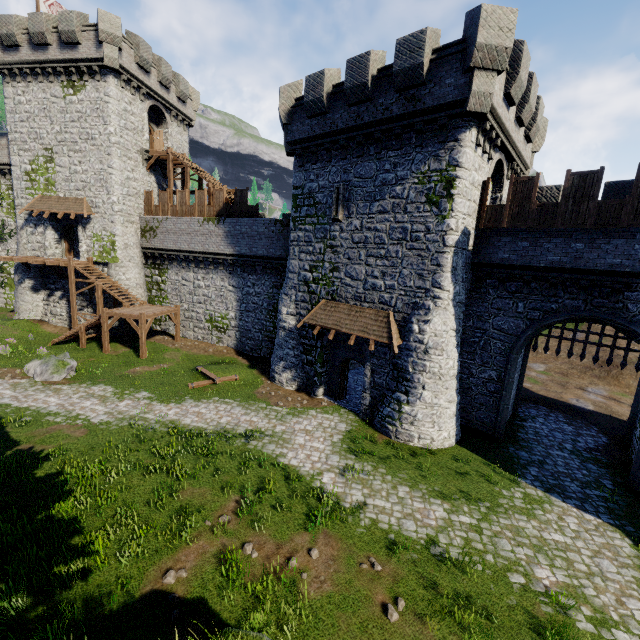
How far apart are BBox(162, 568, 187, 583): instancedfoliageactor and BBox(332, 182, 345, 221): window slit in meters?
15.1 m

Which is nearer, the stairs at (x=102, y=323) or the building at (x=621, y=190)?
the building at (x=621, y=190)

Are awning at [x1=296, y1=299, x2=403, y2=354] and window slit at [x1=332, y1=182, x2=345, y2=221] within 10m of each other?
yes

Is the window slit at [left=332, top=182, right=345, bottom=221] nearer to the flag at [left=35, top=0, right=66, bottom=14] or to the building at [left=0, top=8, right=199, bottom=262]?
the building at [left=0, top=8, right=199, bottom=262]

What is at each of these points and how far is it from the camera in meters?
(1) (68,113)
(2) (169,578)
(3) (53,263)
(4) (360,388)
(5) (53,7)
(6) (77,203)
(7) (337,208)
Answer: (1) building, 24.4 m
(2) instancedfoliageactor, 7.9 m
(3) wooden platform, 24.7 m
(4) building, 20.8 m
(5) flag, 26.4 m
(6) awning, 25.2 m
(7) window slit, 16.8 m

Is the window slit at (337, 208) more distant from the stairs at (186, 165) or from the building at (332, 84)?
the stairs at (186, 165)

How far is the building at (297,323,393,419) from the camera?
16.1m

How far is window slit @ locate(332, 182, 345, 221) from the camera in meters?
16.4
